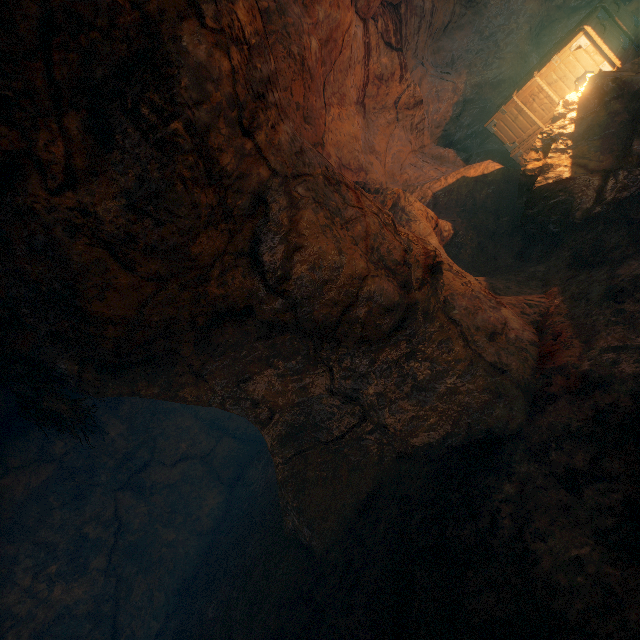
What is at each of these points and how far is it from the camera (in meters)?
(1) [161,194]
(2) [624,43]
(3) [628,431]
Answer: (1) z, 2.49
(2) wooden box, 5.62
(3) burlap sack, 2.29

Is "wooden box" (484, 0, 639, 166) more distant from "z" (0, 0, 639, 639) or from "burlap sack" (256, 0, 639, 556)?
"z" (0, 0, 639, 639)

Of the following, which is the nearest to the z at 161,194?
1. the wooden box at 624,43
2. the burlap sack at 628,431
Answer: the burlap sack at 628,431

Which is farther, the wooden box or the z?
the wooden box

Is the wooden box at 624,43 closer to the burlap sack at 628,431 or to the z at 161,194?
the burlap sack at 628,431

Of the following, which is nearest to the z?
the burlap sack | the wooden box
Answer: the burlap sack
